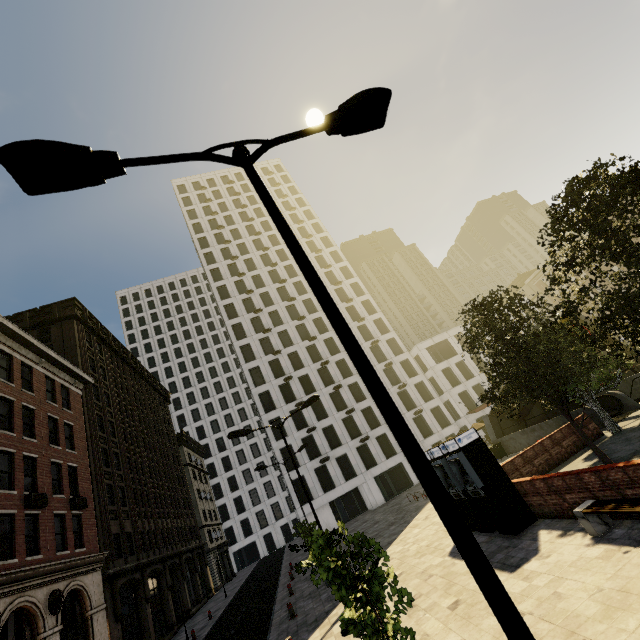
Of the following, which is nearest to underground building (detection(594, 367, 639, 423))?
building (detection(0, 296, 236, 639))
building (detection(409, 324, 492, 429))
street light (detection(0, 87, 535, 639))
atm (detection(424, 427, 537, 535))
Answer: building (detection(409, 324, 492, 429))

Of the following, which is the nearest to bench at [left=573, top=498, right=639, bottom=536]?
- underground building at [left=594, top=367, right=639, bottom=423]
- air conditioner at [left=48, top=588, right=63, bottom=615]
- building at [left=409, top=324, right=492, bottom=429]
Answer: underground building at [left=594, top=367, right=639, bottom=423]

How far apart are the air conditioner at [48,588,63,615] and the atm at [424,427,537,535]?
18.95m

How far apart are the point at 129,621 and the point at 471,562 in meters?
32.0 m

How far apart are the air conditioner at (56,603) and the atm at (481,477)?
19.0m

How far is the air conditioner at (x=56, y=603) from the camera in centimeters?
1516cm

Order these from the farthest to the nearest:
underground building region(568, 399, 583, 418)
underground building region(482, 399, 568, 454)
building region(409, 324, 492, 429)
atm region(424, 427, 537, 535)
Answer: building region(409, 324, 492, 429), underground building region(482, 399, 568, 454), underground building region(568, 399, 583, 418), atm region(424, 427, 537, 535)

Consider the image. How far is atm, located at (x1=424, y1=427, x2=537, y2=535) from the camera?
10.8m
